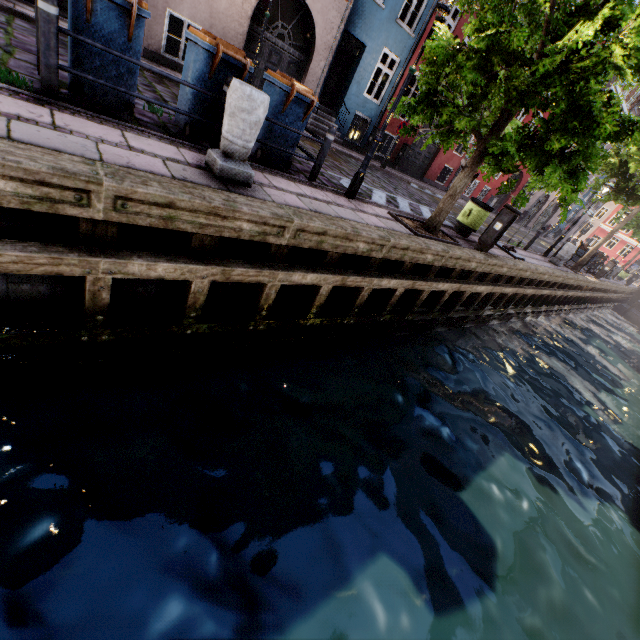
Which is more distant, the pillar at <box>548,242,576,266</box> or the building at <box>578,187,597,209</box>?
the building at <box>578,187,597,209</box>

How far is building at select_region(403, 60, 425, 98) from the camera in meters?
Answer: 14.3

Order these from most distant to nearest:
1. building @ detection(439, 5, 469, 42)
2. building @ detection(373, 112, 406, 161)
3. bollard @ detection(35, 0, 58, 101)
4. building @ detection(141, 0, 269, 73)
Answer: building @ detection(373, 112, 406, 161) < building @ detection(439, 5, 469, 42) < building @ detection(141, 0, 269, 73) < bollard @ detection(35, 0, 58, 101)

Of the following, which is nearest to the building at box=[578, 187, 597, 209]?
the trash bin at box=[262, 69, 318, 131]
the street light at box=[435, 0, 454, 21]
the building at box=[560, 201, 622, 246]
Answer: the street light at box=[435, 0, 454, 21]

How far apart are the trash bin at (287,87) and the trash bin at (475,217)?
5.4 meters

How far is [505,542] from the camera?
4.80m

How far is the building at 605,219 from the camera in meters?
39.1 m

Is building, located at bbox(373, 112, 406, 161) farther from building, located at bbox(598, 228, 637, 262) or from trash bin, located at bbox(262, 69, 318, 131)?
building, located at bbox(598, 228, 637, 262)
